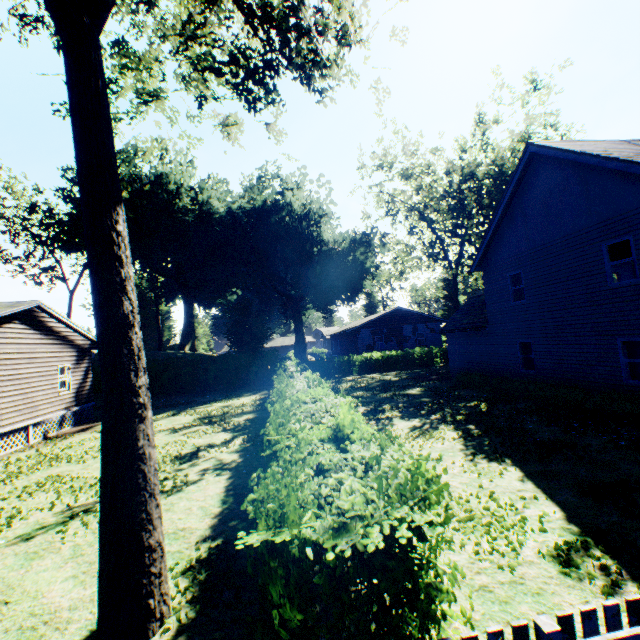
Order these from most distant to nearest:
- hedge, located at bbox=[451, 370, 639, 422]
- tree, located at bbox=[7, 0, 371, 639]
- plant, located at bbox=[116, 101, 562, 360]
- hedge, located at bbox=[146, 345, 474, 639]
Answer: plant, located at bbox=[116, 101, 562, 360], hedge, located at bbox=[451, 370, 639, 422], tree, located at bbox=[7, 0, 371, 639], hedge, located at bbox=[146, 345, 474, 639]

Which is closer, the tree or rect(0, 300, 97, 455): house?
the tree

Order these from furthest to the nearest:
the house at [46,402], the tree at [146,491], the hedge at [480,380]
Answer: the house at [46,402], the hedge at [480,380], the tree at [146,491]

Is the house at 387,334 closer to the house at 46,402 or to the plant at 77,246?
the plant at 77,246

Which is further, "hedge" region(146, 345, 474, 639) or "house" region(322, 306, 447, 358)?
"house" region(322, 306, 447, 358)

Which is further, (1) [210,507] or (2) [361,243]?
(2) [361,243]

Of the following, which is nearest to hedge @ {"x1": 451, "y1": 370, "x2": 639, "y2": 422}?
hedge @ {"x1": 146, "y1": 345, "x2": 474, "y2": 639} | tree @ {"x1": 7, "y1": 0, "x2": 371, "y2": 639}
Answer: hedge @ {"x1": 146, "y1": 345, "x2": 474, "y2": 639}

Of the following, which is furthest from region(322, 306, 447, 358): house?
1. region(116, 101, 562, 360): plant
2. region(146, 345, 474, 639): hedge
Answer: region(146, 345, 474, 639): hedge
